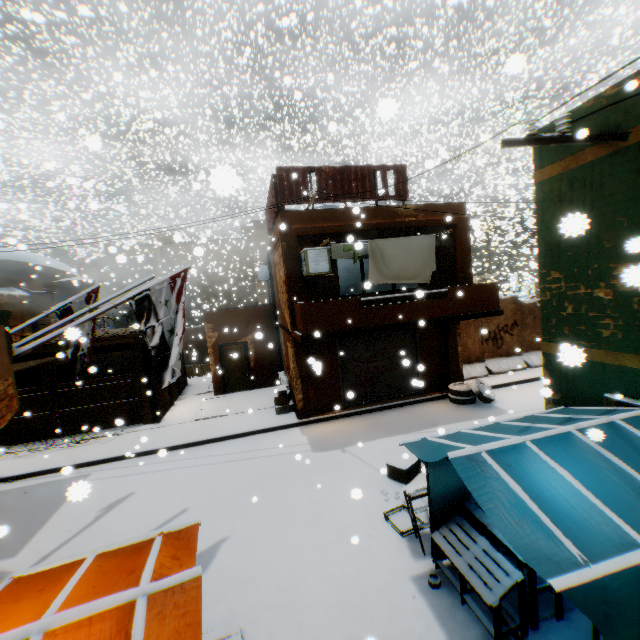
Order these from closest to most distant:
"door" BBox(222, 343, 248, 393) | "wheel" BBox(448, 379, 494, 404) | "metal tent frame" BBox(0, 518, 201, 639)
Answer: "metal tent frame" BBox(0, 518, 201, 639) → "wheel" BBox(448, 379, 494, 404) → "door" BBox(222, 343, 248, 393)

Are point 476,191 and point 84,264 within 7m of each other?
no

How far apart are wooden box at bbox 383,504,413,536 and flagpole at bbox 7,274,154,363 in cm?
588

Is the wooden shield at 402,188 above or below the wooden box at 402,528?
above

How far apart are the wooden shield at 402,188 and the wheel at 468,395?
1.8 meters

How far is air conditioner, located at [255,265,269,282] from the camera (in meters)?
16.80

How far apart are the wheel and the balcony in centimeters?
66cm

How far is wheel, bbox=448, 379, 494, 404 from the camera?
11.72m
